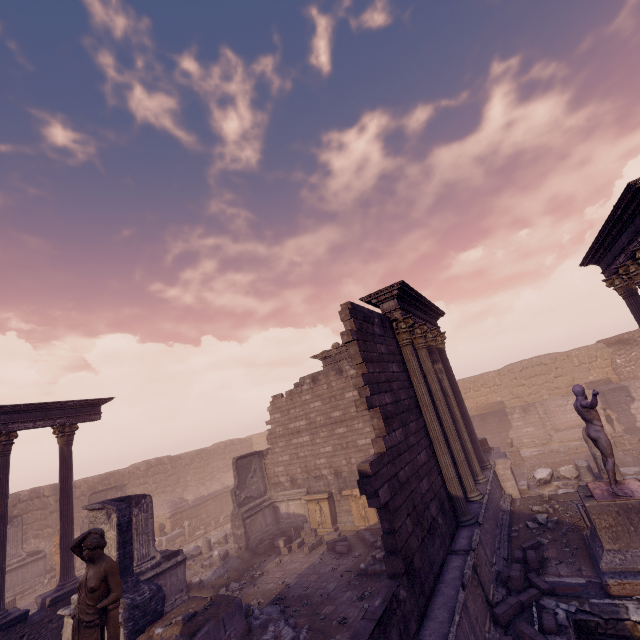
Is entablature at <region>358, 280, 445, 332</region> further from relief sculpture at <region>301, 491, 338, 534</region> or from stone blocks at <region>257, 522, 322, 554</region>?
stone blocks at <region>257, 522, 322, 554</region>

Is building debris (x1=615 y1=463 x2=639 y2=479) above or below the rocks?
below

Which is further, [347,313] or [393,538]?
[347,313]

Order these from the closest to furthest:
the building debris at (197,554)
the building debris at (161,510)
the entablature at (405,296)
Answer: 1. the entablature at (405,296)
2. the building debris at (197,554)
3. the building debris at (161,510)

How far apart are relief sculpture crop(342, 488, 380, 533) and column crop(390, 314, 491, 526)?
5.0m

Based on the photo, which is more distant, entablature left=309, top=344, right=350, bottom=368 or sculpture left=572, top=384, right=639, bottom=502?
entablature left=309, top=344, right=350, bottom=368

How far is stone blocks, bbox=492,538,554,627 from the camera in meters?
6.2 m

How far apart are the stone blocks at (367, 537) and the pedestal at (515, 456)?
9.67m
